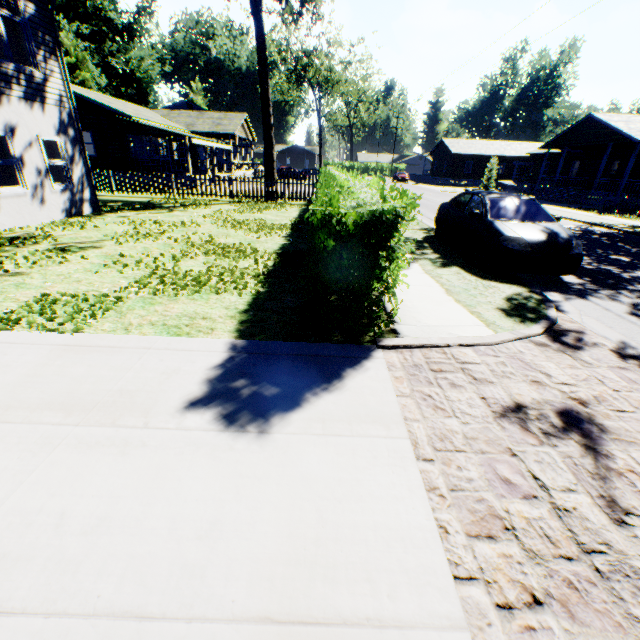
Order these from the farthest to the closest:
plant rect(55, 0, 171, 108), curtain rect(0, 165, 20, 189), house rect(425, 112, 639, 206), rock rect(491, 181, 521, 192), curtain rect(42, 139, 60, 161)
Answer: plant rect(55, 0, 171, 108) → rock rect(491, 181, 521, 192) → house rect(425, 112, 639, 206) → curtain rect(42, 139, 60, 161) → curtain rect(0, 165, 20, 189)

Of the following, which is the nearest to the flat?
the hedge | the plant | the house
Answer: the plant

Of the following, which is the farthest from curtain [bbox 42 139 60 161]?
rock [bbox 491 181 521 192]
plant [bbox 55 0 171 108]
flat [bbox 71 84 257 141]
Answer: rock [bbox 491 181 521 192]

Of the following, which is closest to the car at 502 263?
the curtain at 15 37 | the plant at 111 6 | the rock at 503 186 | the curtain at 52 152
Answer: the curtain at 52 152

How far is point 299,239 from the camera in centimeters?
988cm

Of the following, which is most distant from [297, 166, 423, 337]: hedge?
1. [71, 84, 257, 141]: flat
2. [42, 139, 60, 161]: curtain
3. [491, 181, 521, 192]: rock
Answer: [491, 181, 521, 192]: rock

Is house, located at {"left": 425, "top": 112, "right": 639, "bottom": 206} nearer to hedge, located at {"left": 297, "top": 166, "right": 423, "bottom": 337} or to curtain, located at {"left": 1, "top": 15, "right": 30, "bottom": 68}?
hedge, located at {"left": 297, "top": 166, "right": 423, "bottom": 337}

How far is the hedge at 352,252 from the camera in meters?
3.5 m
